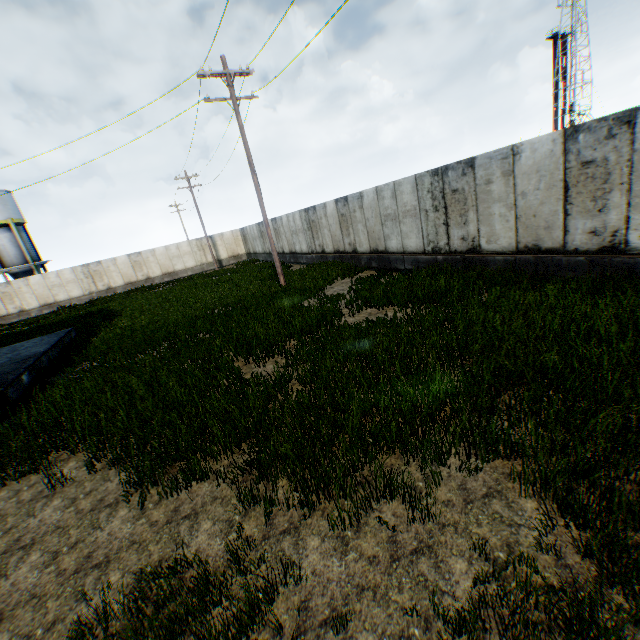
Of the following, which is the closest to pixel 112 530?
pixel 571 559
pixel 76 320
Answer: pixel 571 559
